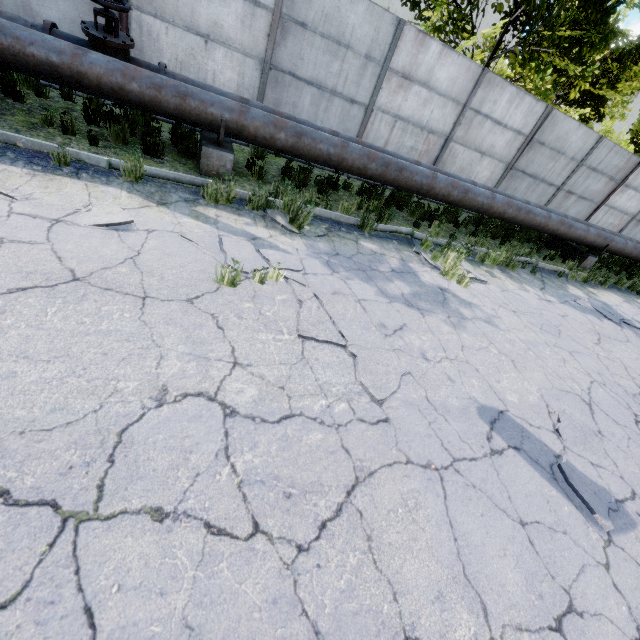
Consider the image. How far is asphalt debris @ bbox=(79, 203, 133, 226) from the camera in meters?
3.7

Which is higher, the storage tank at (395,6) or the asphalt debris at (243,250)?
the storage tank at (395,6)

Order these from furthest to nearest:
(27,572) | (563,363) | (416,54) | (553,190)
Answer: (553,190), (416,54), (563,363), (27,572)

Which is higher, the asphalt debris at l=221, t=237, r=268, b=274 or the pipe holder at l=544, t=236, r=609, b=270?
the pipe holder at l=544, t=236, r=609, b=270

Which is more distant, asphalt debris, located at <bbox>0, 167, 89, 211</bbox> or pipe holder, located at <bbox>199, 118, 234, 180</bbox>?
pipe holder, located at <bbox>199, 118, 234, 180</bbox>

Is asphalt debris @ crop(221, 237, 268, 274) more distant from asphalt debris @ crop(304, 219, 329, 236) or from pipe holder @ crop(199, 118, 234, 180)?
pipe holder @ crop(199, 118, 234, 180)

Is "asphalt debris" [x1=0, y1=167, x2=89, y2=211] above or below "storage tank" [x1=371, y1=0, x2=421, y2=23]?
below

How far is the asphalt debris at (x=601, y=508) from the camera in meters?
2.9 m
